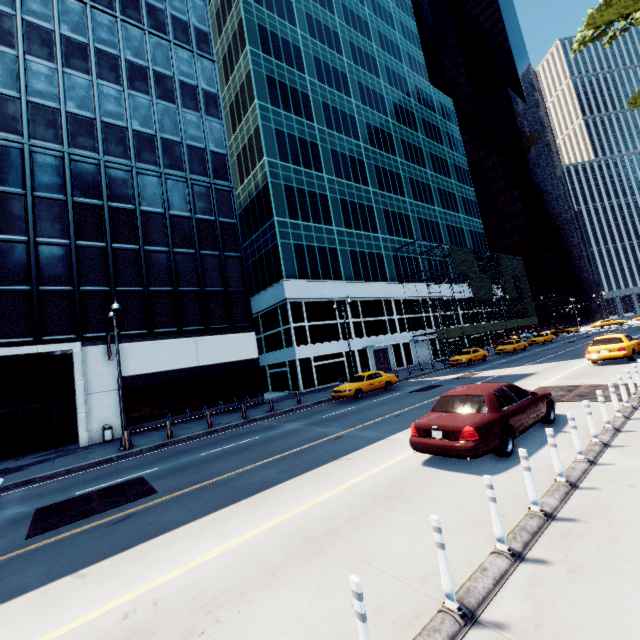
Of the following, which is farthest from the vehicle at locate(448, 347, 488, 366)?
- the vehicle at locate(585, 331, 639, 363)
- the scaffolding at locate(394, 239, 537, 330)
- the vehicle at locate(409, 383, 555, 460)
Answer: the vehicle at locate(409, 383, 555, 460)

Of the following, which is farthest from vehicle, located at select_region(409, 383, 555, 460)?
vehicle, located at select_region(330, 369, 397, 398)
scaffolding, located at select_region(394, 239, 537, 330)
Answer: scaffolding, located at select_region(394, 239, 537, 330)

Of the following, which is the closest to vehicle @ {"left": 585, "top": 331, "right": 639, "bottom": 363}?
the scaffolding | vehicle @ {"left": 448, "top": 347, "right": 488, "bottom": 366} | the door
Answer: vehicle @ {"left": 448, "top": 347, "right": 488, "bottom": 366}

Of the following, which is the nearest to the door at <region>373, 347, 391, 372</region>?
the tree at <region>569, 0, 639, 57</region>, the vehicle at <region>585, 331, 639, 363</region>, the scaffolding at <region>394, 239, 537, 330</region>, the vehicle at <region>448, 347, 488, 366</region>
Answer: the scaffolding at <region>394, 239, 537, 330</region>

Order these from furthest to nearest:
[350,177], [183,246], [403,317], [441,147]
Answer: A: [441,147] → [403,317] → [350,177] → [183,246]

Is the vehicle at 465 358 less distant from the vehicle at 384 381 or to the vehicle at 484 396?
the vehicle at 384 381

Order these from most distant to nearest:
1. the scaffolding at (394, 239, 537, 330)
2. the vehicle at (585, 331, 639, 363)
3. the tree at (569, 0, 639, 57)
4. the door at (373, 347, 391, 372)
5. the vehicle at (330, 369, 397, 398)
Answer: the scaffolding at (394, 239, 537, 330) → the door at (373, 347, 391, 372) → the vehicle at (330, 369, 397, 398) → the vehicle at (585, 331, 639, 363) → the tree at (569, 0, 639, 57)

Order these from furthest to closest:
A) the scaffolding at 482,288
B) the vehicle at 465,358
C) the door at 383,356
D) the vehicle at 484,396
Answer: the scaffolding at 482,288
the door at 383,356
the vehicle at 465,358
the vehicle at 484,396
